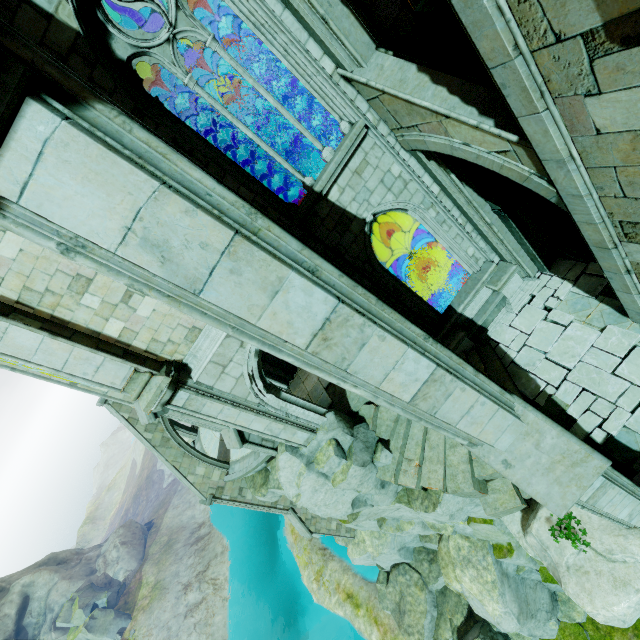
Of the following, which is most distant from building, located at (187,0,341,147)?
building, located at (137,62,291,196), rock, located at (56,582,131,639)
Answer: rock, located at (56,582,131,639)

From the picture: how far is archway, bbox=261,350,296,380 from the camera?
14.5 meters

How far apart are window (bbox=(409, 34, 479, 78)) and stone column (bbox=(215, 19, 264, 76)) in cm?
461

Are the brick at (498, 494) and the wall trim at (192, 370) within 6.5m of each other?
no

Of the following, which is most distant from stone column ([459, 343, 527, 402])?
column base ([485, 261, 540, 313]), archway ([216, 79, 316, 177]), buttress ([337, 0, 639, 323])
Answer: archway ([216, 79, 316, 177])

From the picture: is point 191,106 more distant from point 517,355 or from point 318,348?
point 517,355

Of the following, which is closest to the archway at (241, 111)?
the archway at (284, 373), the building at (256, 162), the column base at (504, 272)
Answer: the building at (256, 162)

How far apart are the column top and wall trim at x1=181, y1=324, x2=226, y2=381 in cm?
3
